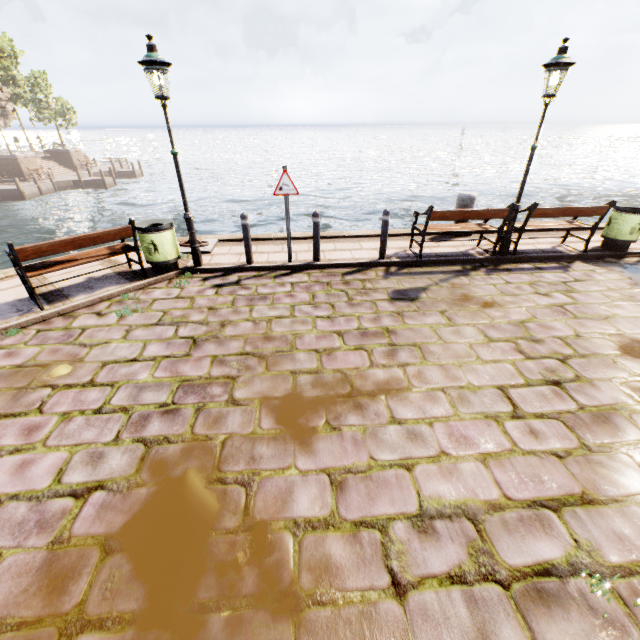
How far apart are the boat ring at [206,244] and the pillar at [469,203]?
6.4 meters

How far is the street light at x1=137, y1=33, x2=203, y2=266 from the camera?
5.1m

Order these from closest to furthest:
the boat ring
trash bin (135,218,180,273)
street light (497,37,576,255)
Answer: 1. street light (497,37,576,255)
2. trash bin (135,218,180,273)
3. the boat ring

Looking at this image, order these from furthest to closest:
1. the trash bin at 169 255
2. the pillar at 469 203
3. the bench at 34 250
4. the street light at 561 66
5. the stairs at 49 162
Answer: the stairs at 49 162 < the pillar at 469 203 < the trash bin at 169 255 < the street light at 561 66 < the bench at 34 250

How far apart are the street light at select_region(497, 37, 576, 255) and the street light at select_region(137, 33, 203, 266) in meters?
6.5 m

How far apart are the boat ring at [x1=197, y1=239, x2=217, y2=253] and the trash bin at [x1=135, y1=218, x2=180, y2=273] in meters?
0.6

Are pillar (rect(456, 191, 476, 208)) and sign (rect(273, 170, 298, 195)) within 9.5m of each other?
yes

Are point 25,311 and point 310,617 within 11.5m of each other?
yes
